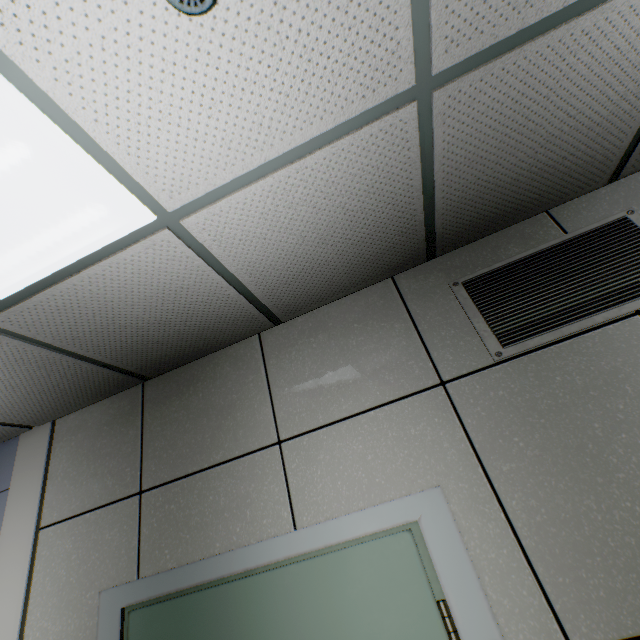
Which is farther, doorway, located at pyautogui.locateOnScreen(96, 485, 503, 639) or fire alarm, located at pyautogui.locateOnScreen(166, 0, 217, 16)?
doorway, located at pyautogui.locateOnScreen(96, 485, 503, 639)

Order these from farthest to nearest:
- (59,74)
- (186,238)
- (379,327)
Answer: (379,327)
(186,238)
(59,74)

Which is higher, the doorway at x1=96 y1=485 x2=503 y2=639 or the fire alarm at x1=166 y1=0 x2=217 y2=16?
the fire alarm at x1=166 y1=0 x2=217 y2=16

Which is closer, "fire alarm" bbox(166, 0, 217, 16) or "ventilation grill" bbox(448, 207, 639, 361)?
"fire alarm" bbox(166, 0, 217, 16)

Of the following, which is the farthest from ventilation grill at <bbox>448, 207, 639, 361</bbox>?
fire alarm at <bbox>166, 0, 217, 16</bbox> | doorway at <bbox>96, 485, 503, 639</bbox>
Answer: fire alarm at <bbox>166, 0, 217, 16</bbox>

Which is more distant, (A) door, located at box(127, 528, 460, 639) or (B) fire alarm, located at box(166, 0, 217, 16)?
(A) door, located at box(127, 528, 460, 639)

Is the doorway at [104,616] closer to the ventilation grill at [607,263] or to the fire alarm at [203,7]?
the ventilation grill at [607,263]

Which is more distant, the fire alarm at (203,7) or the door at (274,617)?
the door at (274,617)
